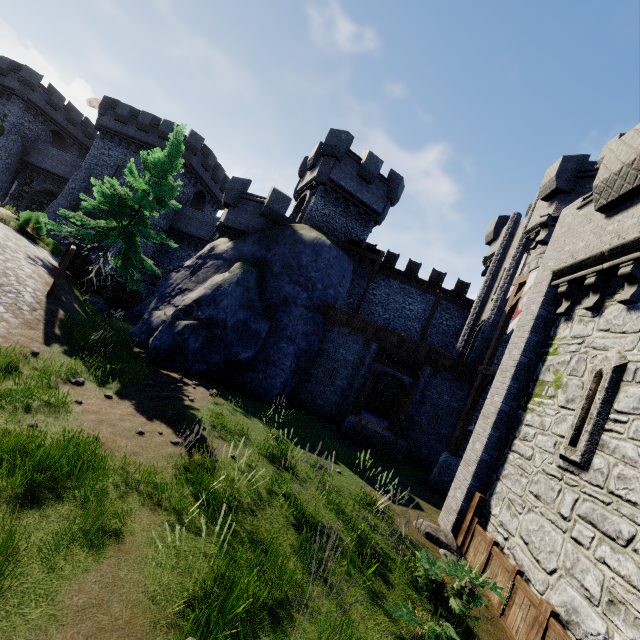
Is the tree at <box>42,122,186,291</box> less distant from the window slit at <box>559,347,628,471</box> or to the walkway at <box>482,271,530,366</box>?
the walkway at <box>482,271,530,366</box>

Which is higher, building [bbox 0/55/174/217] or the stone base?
building [bbox 0/55/174/217]

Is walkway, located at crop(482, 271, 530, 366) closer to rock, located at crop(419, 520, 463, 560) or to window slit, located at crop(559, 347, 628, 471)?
window slit, located at crop(559, 347, 628, 471)

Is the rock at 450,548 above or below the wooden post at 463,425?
below

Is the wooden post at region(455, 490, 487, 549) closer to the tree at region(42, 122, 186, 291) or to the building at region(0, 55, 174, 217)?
the tree at region(42, 122, 186, 291)

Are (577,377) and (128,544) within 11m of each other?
yes

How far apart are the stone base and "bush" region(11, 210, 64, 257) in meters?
24.1

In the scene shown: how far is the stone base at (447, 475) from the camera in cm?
1300
